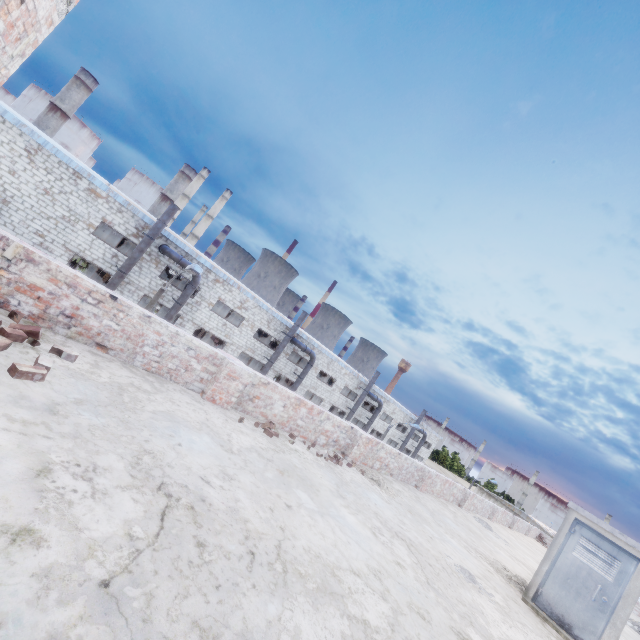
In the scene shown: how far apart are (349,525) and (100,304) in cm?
477

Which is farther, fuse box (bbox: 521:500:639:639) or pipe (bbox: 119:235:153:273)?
pipe (bbox: 119:235:153:273)

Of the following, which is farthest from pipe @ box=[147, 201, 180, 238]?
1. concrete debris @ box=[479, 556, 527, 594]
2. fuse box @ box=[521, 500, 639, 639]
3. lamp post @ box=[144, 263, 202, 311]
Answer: fuse box @ box=[521, 500, 639, 639]

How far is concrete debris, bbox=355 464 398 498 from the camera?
7.9m

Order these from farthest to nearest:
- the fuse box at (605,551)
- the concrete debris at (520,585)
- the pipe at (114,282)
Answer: the pipe at (114,282), the concrete debris at (520,585), the fuse box at (605,551)

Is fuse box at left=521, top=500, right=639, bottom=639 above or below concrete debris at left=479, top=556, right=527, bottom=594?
above

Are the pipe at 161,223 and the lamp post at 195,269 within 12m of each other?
yes

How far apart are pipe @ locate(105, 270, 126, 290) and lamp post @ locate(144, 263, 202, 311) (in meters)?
6.98
